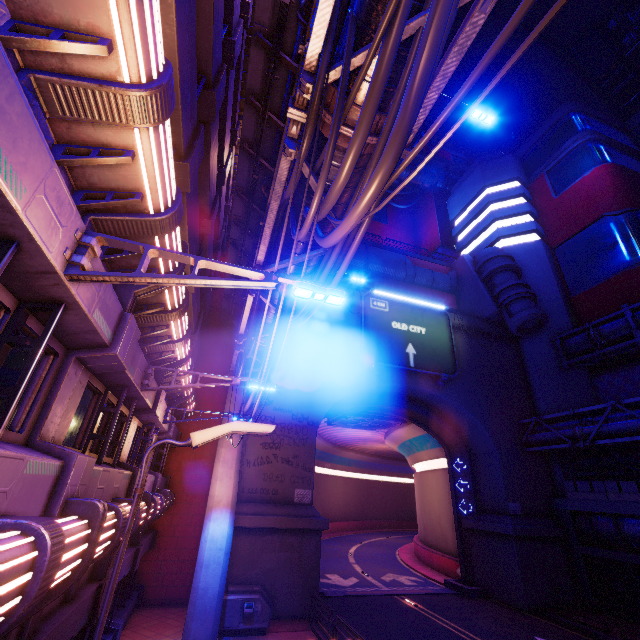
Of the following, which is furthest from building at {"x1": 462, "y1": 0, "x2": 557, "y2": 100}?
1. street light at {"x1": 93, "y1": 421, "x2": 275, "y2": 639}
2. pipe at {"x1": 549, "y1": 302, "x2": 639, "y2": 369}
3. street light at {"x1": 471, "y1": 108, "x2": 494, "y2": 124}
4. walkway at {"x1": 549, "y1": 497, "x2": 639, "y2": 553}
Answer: street light at {"x1": 93, "y1": 421, "x2": 275, "y2": 639}

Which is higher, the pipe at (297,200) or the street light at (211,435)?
the pipe at (297,200)

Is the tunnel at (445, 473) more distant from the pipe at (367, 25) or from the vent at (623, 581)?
the vent at (623, 581)

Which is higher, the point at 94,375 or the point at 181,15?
the point at 181,15

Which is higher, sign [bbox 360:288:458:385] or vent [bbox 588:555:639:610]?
sign [bbox 360:288:458:385]

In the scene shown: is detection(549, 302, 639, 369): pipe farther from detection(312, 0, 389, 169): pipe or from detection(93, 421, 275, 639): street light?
detection(93, 421, 275, 639): street light

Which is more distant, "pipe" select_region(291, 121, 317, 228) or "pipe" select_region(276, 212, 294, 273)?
"pipe" select_region(276, 212, 294, 273)

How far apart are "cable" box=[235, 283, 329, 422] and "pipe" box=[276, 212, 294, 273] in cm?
0
